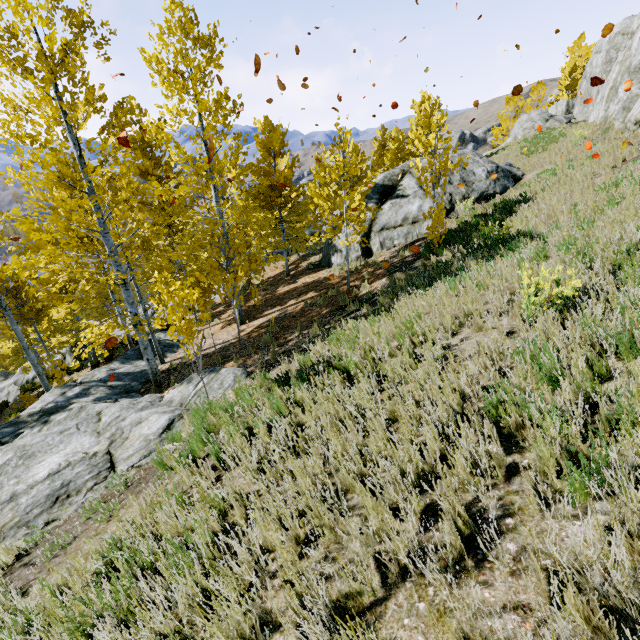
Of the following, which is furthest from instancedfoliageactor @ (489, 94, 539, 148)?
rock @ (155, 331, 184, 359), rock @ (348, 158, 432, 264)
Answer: rock @ (348, 158, 432, 264)

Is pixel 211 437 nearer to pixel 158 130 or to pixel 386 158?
pixel 158 130

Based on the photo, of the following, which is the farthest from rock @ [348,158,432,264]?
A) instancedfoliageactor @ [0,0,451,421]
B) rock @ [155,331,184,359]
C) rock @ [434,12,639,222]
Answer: rock @ [155,331,184,359]

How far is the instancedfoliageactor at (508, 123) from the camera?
34.1m

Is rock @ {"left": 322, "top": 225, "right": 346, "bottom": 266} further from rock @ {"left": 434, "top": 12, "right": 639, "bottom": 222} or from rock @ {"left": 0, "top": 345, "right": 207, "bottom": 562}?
rock @ {"left": 0, "top": 345, "right": 207, "bottom": 562}

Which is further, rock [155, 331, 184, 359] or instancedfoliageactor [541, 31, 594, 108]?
instancedfoliageactor [541, 31, 594, 108]

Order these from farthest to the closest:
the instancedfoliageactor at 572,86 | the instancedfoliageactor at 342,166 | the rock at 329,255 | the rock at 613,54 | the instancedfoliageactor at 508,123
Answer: the instancedfoliageactor at 572,86
the instancedfoliageactor at 508,123
the rock at 329,255
the rock at 613,54
the instancedfoliageactor at 342,166

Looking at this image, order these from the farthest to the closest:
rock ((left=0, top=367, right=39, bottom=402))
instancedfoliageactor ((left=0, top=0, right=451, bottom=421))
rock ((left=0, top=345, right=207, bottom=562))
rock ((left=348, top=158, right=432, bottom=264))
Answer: rock ((left=0, top=367, right=39, bottom=402)) → rock ((left=348, top=158, right=432, bottom=264)) → instancedfoliageactor ((left=0, top=0, right=451, bottom=421)) → rock ((left=0, top=345, right=207, bottom=562))
